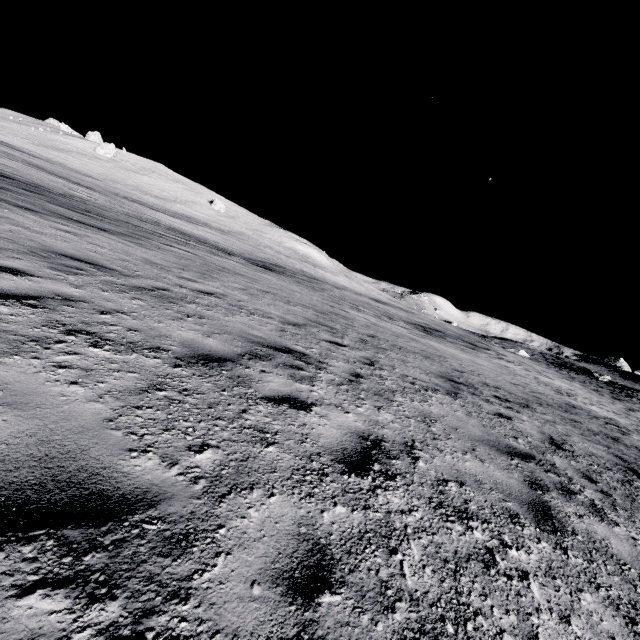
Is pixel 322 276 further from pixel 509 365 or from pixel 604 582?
pixel 604 582
